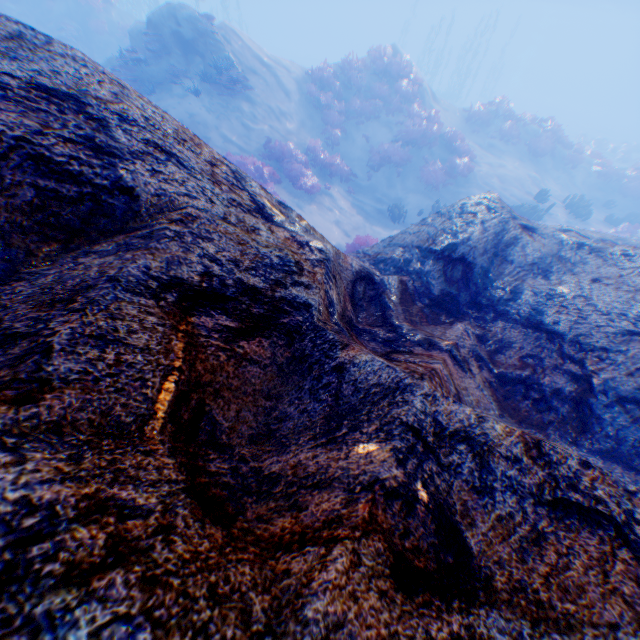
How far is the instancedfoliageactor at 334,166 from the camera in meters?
12.8 m

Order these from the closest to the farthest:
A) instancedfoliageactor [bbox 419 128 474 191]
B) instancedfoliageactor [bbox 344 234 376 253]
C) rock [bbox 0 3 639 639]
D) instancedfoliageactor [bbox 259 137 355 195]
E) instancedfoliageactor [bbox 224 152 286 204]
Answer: rock [bbox 0 3 639 639], instancedfoliageactor [bbox 344 234 376 253], instancedfoliageactor [bbox 224 152 286 204], instancedfoliageactor [bbox 259 137 355 195], instancedfoliageactor [bbox 419 128 474 191]

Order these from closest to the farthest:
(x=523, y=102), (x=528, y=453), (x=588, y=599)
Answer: (x=588, y=599), (x=528, y=453), (x=523, y=102)

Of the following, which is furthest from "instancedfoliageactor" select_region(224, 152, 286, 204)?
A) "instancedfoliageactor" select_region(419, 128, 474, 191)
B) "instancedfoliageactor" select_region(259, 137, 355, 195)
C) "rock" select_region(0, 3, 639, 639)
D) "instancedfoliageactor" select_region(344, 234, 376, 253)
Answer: "instancedfoliageactor" select_region(419, 128, 474, 191)

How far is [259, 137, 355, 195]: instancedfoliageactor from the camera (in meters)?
12.77

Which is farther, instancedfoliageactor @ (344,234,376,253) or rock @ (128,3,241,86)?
rock @ (128,3,241,86)

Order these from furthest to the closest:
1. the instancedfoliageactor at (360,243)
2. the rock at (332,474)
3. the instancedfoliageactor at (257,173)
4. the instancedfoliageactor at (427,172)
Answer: the instancedfoliageactor at (427,172) < the instancedfoliageactor at (257,173) < the instancedfoliageactor at (360,243) < the rock at (332,474)

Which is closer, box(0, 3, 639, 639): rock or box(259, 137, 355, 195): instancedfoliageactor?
box(0, 3, 639, 639): rock
